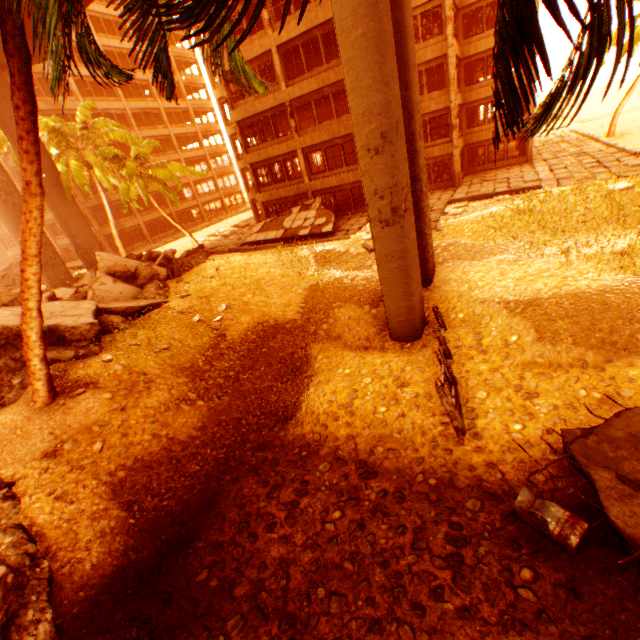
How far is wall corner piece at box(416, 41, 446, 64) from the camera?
21.1m

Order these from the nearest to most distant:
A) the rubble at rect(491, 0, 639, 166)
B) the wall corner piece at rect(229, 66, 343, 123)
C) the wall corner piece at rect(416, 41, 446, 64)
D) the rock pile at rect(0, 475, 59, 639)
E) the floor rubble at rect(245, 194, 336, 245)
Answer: the rubble at rect(491, 0, 639, 166) → the rock pile at rect(0, 475, 59, 639) → the wall corner piece at rect(229, 66, 343, 123) → the wall corner piece at rect(416, 41, 446, 64) → the floor rubble at rect(245, 194, 336, 245)

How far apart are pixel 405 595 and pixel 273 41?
27.6m

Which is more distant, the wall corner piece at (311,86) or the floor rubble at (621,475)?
the wall corner piece at (311,86)

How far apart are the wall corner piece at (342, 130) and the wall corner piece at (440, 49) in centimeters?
207cm

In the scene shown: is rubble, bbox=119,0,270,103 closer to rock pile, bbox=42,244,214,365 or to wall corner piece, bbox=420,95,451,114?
rock pile, bbox=42,244,214,365

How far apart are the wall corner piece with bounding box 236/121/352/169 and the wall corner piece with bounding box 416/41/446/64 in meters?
2.1 m
